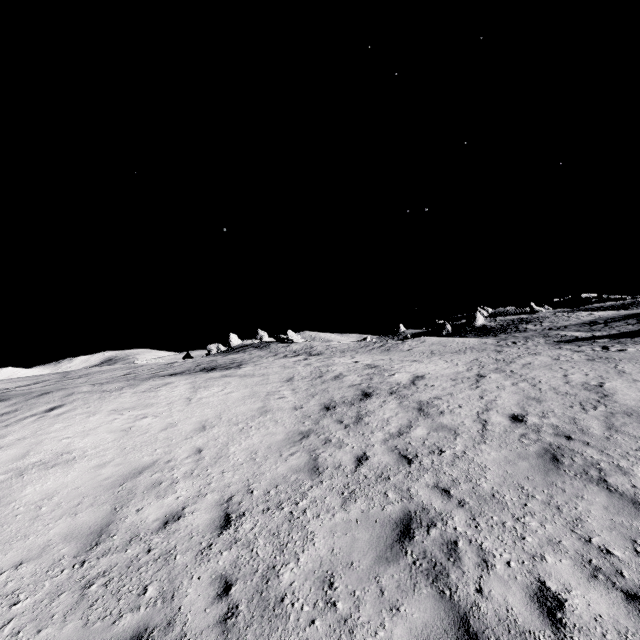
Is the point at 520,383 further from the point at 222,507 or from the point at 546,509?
the point at 222,507
